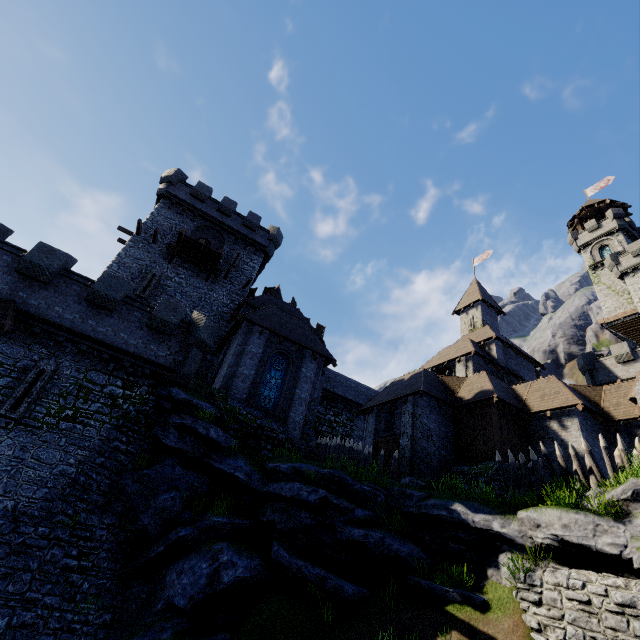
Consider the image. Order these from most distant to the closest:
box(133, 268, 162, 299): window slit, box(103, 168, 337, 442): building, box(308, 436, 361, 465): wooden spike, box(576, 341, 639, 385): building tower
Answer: box(576, 341, 639, 385): building tower < box(133, 268, 162, 299): window slit < box(103, 168, 337, 442): building < box(308, 436, 361, 465): wooden spike

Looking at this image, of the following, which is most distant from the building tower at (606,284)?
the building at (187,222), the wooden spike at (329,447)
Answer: the wooden spike at (329,447)

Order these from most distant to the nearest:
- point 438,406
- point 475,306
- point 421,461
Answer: point 475,306
point 438,406
point 421,461

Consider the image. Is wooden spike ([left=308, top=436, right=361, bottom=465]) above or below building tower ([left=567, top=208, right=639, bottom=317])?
below

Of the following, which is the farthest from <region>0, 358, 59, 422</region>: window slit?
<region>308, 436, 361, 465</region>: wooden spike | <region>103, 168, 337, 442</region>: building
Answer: <region>308, 436, 361, 465</region>: wooden spike

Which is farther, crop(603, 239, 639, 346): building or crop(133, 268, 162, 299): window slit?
crop(603, 239, 639, 346): building

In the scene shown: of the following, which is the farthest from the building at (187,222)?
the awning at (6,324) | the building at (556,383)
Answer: the awning at (6,324)

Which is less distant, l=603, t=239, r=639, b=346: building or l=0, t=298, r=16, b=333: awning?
l=0, t=298, r=16, b=333: awning
